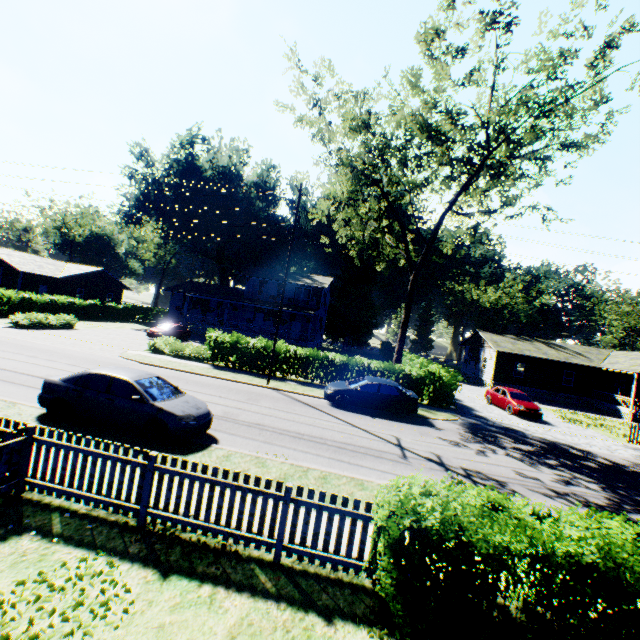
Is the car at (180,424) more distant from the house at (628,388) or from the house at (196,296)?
the house at (628,388)

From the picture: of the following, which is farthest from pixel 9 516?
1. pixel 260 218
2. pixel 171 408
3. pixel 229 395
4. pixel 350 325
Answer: pixel 350 325

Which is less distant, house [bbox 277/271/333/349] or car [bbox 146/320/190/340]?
car [bbox 146/320/190/340]

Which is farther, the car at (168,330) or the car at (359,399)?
the car at (168,330)

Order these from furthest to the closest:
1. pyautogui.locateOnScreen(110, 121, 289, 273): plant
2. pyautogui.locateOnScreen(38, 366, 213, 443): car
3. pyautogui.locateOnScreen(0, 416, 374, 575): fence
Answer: pyautogui.locateOnScreen(110, 121, 289, 273): plant, pyautogui.locateOnScreen(38, 366, 213, 443): car, pyautogui.locateOnScreen(0, 416, 374, 575): fence

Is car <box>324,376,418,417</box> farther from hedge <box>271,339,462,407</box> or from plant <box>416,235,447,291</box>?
plant <box>416,235,447,291</box>

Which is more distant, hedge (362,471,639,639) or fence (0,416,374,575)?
fence (0,416,374,575)

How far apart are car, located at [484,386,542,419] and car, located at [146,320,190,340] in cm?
2888
